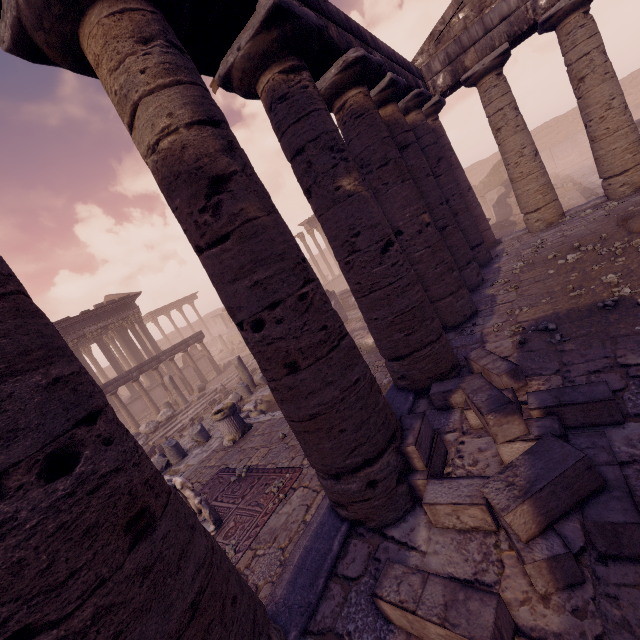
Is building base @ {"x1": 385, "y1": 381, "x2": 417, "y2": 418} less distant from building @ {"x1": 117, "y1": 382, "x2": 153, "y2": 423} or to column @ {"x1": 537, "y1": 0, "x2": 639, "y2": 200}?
column @ {"x1": 537, "y1": 0, "x2": 639, "y2": 200}

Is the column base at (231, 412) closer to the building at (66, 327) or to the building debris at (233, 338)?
the building at (66, 327)

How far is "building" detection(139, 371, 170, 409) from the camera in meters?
21.7 m

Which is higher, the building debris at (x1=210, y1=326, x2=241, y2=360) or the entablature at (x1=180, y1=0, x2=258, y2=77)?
the entablature at (x1=180, y1=0, x2=258, y2=77)

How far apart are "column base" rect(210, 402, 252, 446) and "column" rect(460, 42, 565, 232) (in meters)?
11.14

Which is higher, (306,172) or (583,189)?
(306,172)

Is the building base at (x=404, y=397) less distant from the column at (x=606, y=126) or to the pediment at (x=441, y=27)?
the column at (x=606, y=126)

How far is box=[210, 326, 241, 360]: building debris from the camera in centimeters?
3139cm
